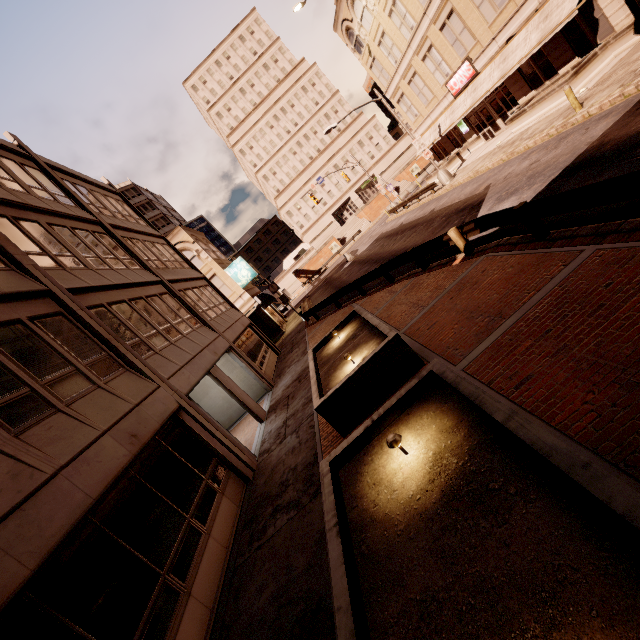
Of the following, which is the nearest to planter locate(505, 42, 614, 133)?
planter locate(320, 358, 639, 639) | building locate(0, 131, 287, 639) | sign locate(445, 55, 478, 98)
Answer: sign locate(445, 55, 478, 98)

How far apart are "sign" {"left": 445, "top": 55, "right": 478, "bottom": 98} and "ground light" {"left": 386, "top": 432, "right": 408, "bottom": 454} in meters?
29.2

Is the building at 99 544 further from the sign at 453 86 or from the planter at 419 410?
the sign at 453 86

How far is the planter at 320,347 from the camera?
7.1 meters

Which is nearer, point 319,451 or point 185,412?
point 319,451

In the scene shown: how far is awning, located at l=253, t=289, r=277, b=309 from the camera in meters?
30.0

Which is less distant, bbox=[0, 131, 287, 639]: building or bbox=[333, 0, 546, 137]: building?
bbox=[0, 131, 287, 639]: building

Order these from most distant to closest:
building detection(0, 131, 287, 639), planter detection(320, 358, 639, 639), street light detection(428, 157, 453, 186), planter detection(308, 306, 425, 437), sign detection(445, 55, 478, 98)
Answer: street light detection(428, 157, 453, 186) < sign detection(445, 55, 478, 98) < planter detection(308, 306, 425, 437) < building detection(0, 131, 287, 639) < planter detection(320, 358, 639, 639)
